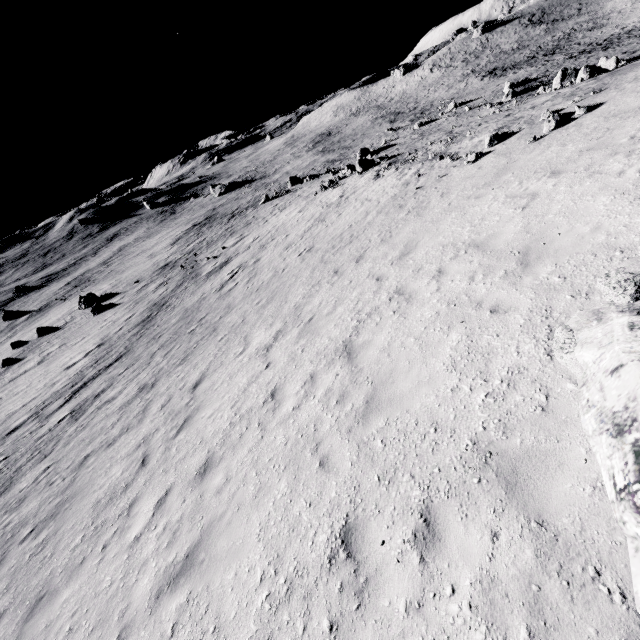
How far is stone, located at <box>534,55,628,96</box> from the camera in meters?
22.6 m

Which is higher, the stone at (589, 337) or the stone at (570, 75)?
the stone at (589, 337)

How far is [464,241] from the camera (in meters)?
8.55

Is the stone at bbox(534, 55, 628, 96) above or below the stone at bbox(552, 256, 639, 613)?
below

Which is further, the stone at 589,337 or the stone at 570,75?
the stone at 570,75

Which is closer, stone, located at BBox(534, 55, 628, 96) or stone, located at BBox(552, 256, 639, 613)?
stone, located at BBox(552, 256, 639, 613)
